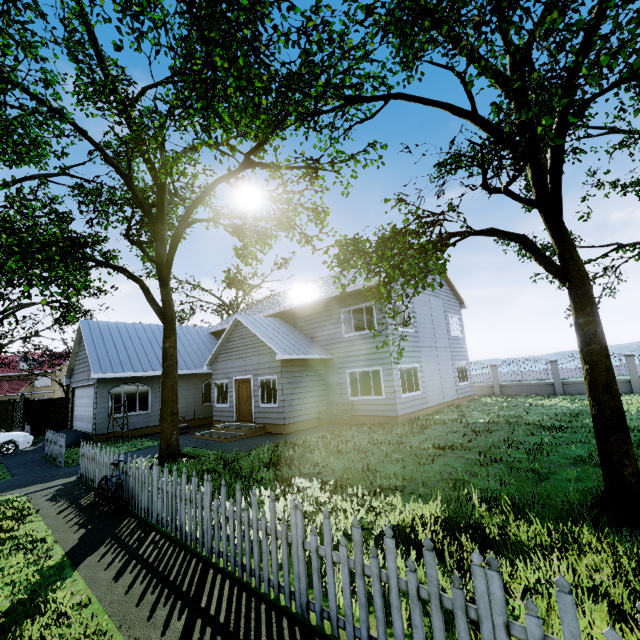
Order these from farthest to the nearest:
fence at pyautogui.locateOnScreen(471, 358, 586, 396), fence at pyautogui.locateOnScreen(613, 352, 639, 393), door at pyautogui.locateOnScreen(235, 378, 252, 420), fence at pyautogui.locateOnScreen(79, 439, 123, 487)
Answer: fence at pyautogui.locateOnScreen(471, 358, 586, 396) → fence at pyautogui.locateOnScreen(613, 352, 639, 393) → door at pyautogui.locateOnScreen(235, 378, 252, 420) → fence at pyautogui.locateOnScreen(79, 439, 123, 487)

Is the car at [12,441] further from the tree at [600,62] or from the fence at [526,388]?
the fence at [526,388]

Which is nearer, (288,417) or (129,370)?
(288,417)

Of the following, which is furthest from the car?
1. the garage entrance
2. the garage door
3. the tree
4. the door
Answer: the door

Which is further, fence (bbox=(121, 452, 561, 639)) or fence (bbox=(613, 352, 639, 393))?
fence (bbox=(613, 352, 639, 393))

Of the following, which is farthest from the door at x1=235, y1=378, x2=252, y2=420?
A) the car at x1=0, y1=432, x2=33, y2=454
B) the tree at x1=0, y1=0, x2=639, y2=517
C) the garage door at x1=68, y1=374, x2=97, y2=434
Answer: the car at x1=0, y1=432, x2=33, y2=454

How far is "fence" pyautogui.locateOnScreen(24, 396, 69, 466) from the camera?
12.5 meters

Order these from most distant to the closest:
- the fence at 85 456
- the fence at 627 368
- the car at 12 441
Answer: the fence at 627 368
the car at 12 441
the fence at 85 456
